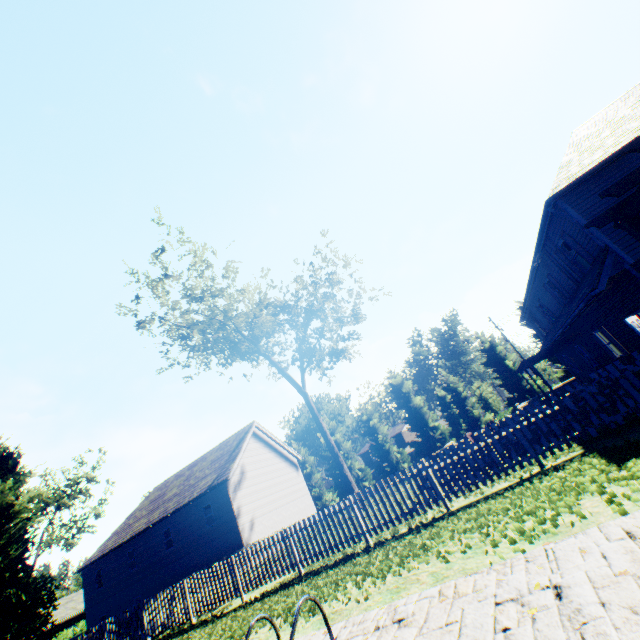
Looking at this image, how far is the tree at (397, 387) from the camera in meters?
35.3

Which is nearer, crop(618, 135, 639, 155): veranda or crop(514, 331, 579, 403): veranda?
crop(618, 135, 639, 155): veranda

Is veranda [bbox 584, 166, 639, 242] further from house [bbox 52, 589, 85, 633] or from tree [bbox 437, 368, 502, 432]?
house [bbox 52, 589, 85, 633]

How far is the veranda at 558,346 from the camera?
19.2m

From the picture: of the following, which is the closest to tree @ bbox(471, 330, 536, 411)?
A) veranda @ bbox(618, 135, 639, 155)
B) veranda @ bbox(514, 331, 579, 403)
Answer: veranda @ bbox(514, 331, 579, 403)

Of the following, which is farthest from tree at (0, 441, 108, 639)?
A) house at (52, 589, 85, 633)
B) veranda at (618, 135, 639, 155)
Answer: veranda at (618, 135, 639, 155)

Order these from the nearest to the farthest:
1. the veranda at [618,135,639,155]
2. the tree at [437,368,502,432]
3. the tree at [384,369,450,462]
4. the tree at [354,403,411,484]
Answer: the veranda at [618,135,639,155], the tree at [437,368,502,432], the tree at [384,369,450,462], the tree at [354,403,411,484]

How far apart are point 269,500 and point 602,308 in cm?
2662
